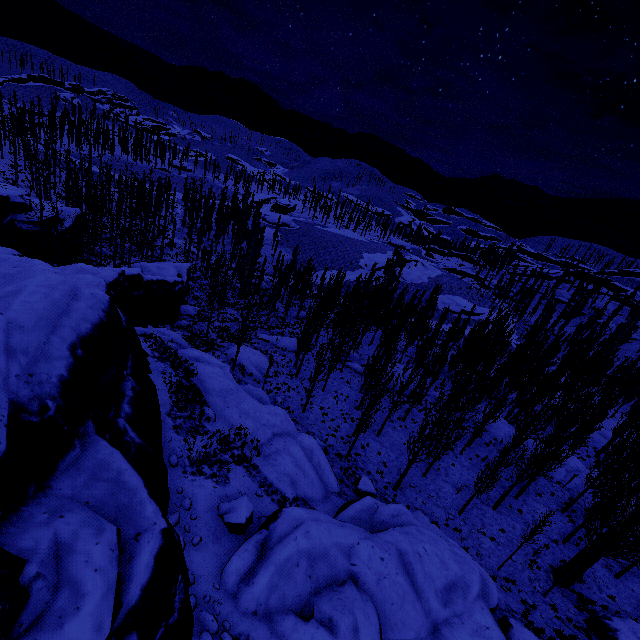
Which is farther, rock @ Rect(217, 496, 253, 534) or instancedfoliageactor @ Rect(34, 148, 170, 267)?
instancedfoliageactor @ Rect(34, 148, 170, 267)

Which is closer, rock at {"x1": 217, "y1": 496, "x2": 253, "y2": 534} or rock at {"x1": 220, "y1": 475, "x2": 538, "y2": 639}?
rock at {"x1": 220, "y1": 475, "x2": 538, "y2": 639}

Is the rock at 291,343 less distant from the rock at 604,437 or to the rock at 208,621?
the rock at 208,621

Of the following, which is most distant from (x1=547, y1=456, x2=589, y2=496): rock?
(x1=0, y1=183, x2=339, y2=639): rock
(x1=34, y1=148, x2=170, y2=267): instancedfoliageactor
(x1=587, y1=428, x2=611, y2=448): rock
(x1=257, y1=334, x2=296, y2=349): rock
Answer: (x1=0, y1=183, x2=339, y2=639): rock

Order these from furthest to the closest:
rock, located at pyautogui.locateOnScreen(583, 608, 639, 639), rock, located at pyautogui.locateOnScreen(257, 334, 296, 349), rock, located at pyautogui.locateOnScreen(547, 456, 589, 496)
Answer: rock, located at pyautogui.locateOnScreen(257, 334, 296, 349) < rock, located at pyautogui.locateOnScreen(547, 456, 589, 496) < rock, located at pyautogui.locateOnScreen(583, 608, 639, 639)

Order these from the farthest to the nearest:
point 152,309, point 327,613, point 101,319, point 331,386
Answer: point 331,386 → point 152,309 → point 327,613 → point 101,319

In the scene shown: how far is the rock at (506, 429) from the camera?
30.0m

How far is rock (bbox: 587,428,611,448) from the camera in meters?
37.2 m
